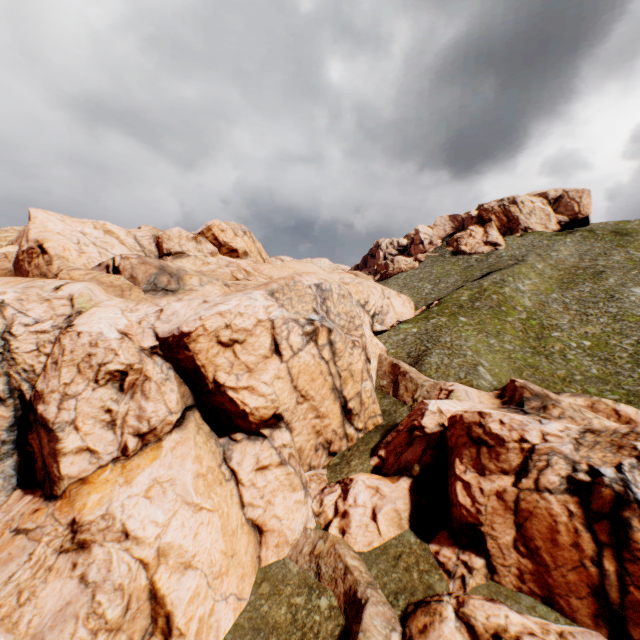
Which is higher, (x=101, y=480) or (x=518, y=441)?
(x=518, y=441)
